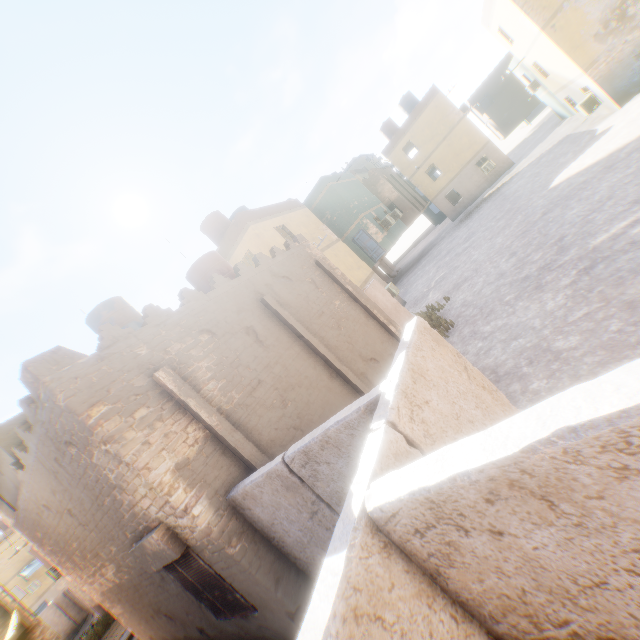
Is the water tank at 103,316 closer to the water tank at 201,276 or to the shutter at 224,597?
the water tank at 201,276

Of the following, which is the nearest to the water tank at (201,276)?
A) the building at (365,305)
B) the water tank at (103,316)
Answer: the building at (365,305)

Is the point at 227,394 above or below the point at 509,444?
above

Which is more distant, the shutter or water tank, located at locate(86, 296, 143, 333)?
water tank, located at locate(86, 296, 143, 333)

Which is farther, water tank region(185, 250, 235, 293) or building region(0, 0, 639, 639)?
water tank region(185, 250, 235, 293)

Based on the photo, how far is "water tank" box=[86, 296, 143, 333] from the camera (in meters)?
11.97

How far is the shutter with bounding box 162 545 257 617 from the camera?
5.21m

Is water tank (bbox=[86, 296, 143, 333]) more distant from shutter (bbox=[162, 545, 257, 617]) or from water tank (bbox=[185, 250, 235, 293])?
shutter (bbox=[162, 545, 257, 617])
